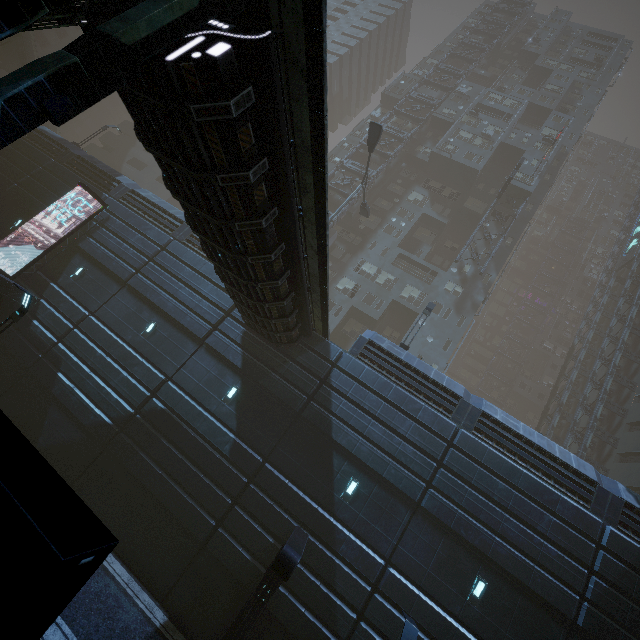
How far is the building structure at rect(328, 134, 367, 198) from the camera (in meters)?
36.16

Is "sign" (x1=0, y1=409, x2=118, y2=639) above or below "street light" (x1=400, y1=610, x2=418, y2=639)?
above

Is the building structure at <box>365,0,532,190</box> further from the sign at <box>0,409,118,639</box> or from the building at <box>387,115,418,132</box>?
the sign at <box>0,409,118,639</box>

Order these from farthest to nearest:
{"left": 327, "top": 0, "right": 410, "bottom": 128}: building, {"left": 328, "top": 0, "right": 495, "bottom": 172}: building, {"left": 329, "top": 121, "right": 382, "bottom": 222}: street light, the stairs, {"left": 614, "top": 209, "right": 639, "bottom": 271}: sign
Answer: {"left": 327, "top": 0, "right": 410, "bottom": 128}: building < {"left": 328, "top": 0, "right": 495, "bottom": 172}: building < {"left": 614, "top": 209, "right": 639, "bottom": 271}: sign < the stairs < {"left": 329, "top": 121, "right": 382, "bottom": 222}: street light

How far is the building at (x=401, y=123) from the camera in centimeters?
4184cm

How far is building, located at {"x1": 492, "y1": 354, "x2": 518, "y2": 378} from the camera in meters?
54.0 m

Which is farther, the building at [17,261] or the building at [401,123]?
the building at [401,123]

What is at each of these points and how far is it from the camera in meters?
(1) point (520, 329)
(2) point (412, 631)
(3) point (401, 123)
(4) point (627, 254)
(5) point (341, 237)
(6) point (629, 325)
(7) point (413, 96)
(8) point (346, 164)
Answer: (1) building, 57.4 m
(2) street light, 7.8 m
(3) building, 42.3 m
(4) sign, 41.1 m
(5) building, 36.3 m
(6) building structure, 32.2 m
(7) building structure, 42.7 m
(8) building structure, 37.7 m
